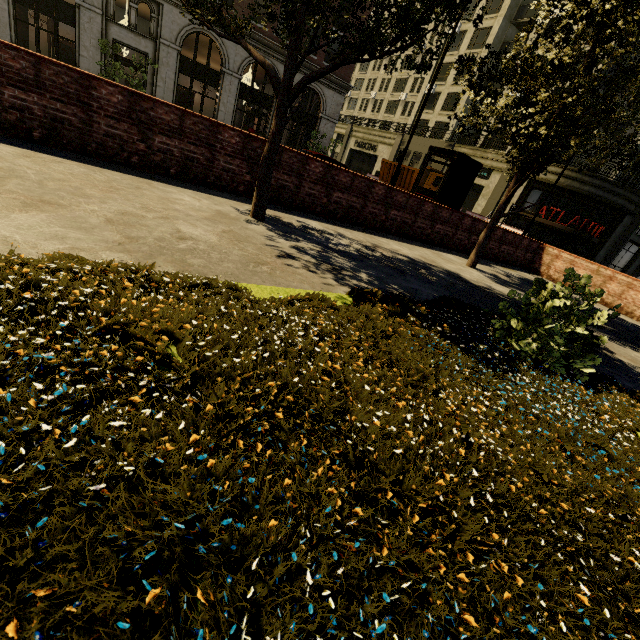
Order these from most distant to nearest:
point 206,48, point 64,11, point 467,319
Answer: point 206,48 → point 64,11 → point 467,319

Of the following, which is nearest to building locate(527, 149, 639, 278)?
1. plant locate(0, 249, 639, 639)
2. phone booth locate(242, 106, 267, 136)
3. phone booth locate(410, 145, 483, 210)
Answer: phone booth locate(242, 106, 267, 136)

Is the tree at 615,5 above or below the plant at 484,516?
above

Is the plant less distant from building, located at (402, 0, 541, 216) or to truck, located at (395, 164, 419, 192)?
truck, located at (395, 164, 419, 192)

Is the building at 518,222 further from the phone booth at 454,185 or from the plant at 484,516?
the plant at 484,516

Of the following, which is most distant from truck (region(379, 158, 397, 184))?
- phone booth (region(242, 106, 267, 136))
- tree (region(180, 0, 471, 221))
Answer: phone booth (region(242, 106, 267, 136))

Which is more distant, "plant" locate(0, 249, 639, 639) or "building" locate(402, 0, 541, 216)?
"building" locate(402, 0, 541, 216)

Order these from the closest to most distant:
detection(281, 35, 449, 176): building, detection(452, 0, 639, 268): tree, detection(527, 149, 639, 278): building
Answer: detection(452, 0, 639, 268): tree < detection(527, 149, 639, 278): building < detection(281, 35, 449, 176): building
